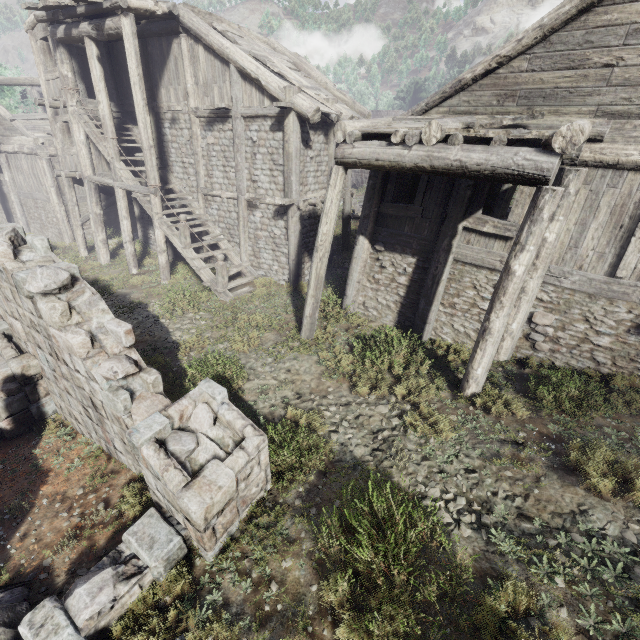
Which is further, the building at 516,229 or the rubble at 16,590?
the building at 516,229

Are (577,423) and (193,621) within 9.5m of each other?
yes

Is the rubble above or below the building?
below

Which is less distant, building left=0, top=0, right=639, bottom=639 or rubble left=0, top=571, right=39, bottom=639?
rubble left=0, top=571, right=39, bottom=639

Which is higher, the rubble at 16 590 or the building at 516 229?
the building at 516 229
